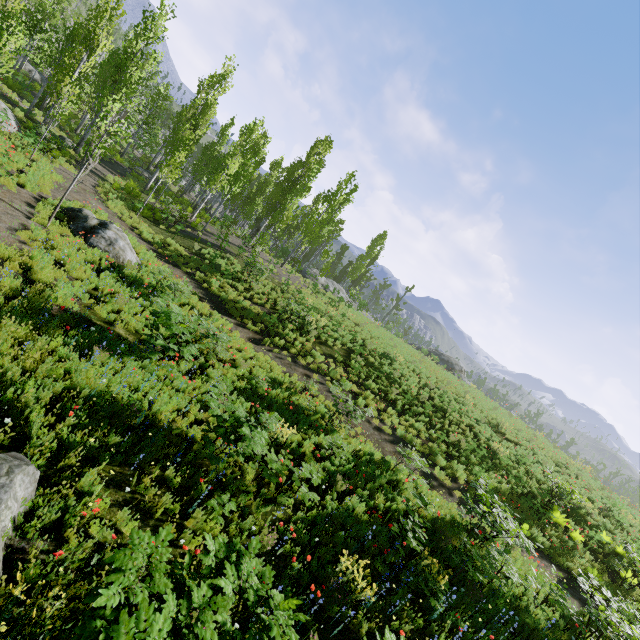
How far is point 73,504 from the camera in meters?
4.4 m

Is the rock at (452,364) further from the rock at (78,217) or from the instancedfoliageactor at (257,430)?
the rock at (78,217)

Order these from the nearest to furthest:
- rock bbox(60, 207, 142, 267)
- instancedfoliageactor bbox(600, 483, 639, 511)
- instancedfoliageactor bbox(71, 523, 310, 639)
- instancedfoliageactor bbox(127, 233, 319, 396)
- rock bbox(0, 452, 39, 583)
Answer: instancedfoliageactor bbox(71, 523, 310, 639)
rock bbox(0, 452, 39, 583)
instancedfoliageactor bbox(127, 233, 319, 396)
rock bbox(60, 207, 142, 267)
instancedfoliageactor bbox(600, 483, 639, 511)

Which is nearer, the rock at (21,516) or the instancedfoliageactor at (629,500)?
the rock at (21,516)

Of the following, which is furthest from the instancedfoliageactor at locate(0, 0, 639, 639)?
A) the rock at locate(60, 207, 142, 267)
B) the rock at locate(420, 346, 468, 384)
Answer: the rock at locate(60, 207, 142, 267)

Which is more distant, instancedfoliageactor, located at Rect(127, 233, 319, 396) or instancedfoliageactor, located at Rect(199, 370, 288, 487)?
instancedfoliageactor, located at Rect(127, 233, 319, 396)
